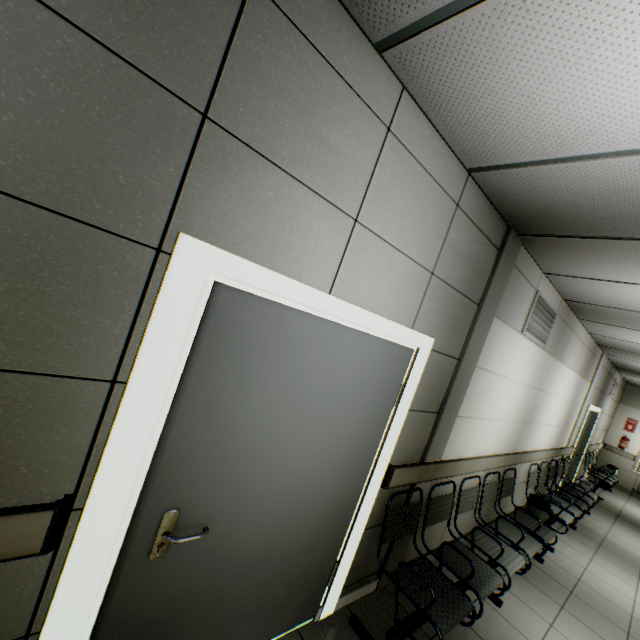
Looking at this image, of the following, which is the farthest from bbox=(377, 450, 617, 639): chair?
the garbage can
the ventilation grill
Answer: the ventilation grill

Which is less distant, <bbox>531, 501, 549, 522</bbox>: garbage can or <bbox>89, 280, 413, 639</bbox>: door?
<bbox>89, 280, 413, 639</bbox>: door

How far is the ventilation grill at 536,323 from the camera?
3.47m

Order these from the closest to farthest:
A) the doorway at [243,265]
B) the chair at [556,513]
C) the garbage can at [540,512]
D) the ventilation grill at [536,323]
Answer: the doorway at [243,265], the chair at [556,513], the ventilation grill at [536,323], the garbage can at [540,512]

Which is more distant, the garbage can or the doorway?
the garbage can

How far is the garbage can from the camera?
4.44m

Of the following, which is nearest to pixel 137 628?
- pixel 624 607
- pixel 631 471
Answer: pixel 624 607

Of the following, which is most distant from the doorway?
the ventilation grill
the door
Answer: the ventilation grill
